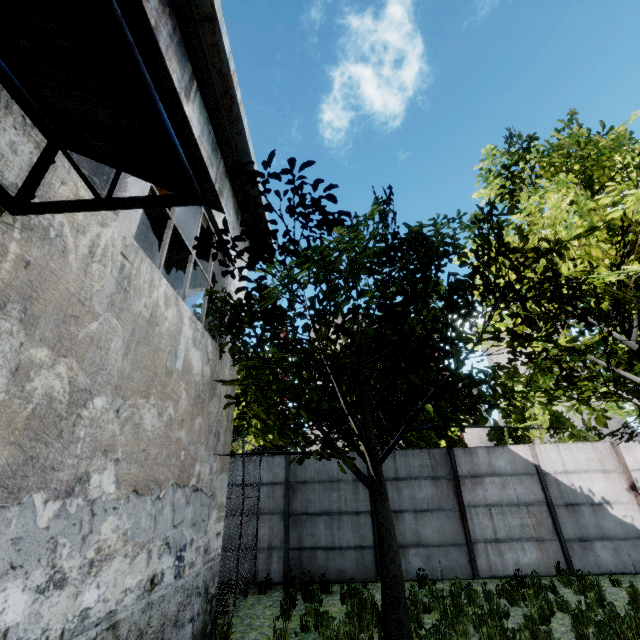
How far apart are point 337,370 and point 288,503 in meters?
6.2 m
